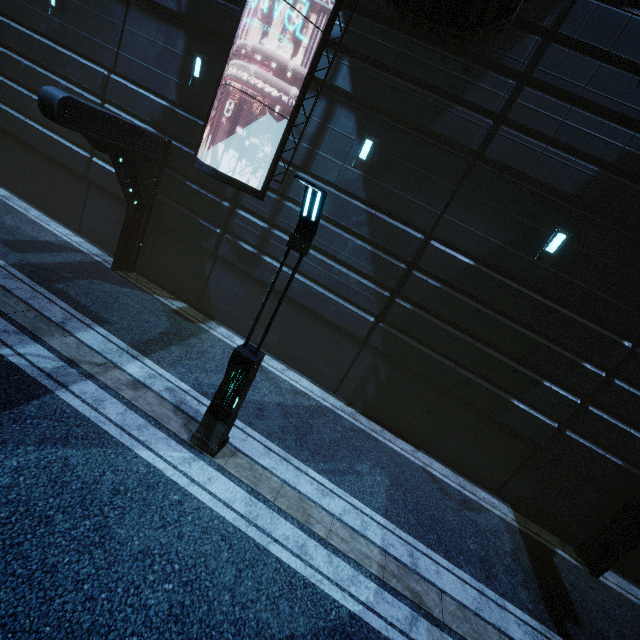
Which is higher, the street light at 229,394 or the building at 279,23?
the building at 279,23

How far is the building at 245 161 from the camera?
9.9 meters

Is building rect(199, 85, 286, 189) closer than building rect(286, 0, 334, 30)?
No

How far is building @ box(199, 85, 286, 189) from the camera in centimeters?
988cm

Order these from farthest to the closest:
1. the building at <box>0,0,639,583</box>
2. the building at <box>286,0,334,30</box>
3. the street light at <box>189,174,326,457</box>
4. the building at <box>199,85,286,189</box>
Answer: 1. the building at <box>199,85,286,189</box>
2. the building at <box>286,0,334,30</box>
3. the building at <box>0,0,639,583</box>
4. the street light at <box>189,174,326,457</box>

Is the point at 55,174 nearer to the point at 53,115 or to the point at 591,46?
the point at 53,115
